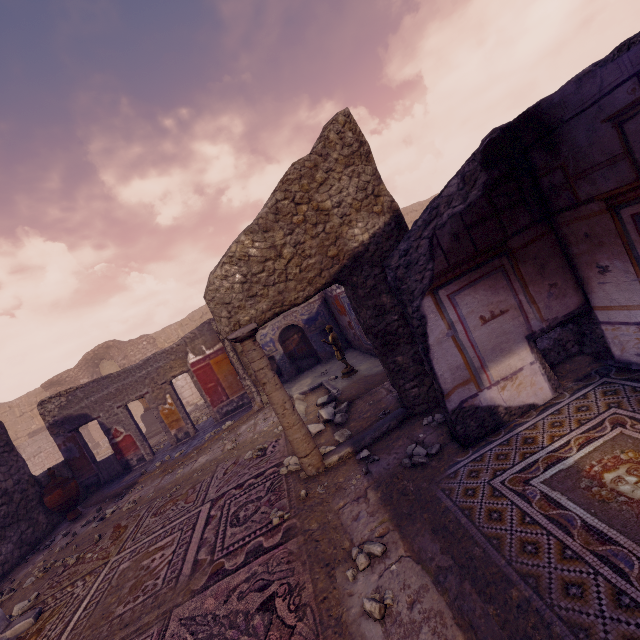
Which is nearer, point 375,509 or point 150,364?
point 375,509

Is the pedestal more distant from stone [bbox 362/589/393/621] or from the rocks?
stone [bbox 362/589/393/621]

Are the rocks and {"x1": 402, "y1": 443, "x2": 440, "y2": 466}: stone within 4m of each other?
yes

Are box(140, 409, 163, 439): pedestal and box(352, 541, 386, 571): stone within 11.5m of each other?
no

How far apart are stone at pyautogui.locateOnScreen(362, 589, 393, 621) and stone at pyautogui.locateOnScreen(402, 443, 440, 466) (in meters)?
1.31

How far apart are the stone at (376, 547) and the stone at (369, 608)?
0.3m

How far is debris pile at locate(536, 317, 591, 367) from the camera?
3.95m

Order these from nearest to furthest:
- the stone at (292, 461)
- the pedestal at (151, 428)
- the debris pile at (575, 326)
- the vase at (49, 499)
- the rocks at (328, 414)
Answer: the debris pile at (575, 326), the stone at (292, 461), the rocks at (328, 414), the vase at (49, 499), the pedestal at (151, 428)
